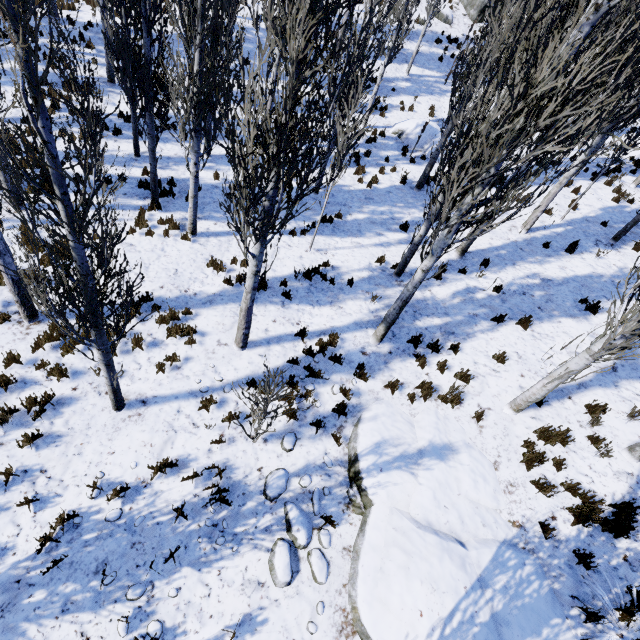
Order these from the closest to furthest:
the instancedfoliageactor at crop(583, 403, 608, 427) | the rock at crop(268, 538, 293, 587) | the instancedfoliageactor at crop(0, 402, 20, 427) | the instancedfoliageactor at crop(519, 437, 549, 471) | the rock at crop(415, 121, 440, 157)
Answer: the rock at crop(268, 538, 293, 587) → the instancedfoliageactor at crop(0, 402, 20, 427) → the instancedfoliageactor at crop(519, 437, 549, 471) → the instancedfoliageactor at crop(583, 403, 608, 427) → the rock at crop(415, 121, 440, 157)

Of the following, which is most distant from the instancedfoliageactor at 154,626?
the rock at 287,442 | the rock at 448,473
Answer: the rock at 287,442

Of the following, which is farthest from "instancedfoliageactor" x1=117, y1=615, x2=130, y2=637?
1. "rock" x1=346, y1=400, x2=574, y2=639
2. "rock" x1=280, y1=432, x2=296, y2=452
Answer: "rock" x1=280, y1=432, x2=296, y2=452

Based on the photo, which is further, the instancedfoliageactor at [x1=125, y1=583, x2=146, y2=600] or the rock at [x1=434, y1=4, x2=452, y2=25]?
the rock at [x1=434, y1=4, x2=452, y2=25]

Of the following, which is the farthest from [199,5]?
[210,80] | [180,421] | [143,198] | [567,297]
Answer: [567,297]

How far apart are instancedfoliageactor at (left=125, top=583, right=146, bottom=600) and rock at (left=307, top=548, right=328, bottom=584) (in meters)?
1.46

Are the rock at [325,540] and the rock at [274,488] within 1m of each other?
yes

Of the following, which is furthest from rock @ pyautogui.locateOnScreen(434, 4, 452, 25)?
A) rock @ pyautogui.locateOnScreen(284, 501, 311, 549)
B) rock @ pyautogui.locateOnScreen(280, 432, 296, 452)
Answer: rock @ pyautogui.locateOnScreen(284, 501, 311, 549)
